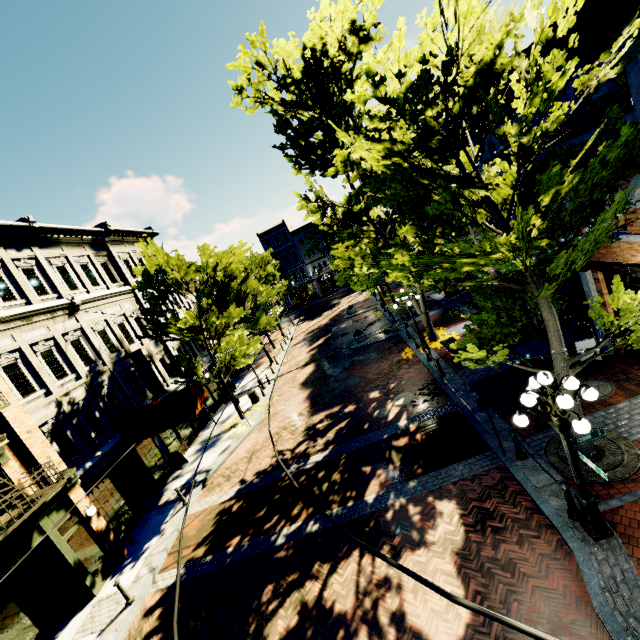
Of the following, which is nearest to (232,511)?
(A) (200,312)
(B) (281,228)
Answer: (A) (200,312)

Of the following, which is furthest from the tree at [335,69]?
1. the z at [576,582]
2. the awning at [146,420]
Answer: the awning at [146,420]

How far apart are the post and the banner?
17.79m

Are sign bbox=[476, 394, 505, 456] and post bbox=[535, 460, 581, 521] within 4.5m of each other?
yes

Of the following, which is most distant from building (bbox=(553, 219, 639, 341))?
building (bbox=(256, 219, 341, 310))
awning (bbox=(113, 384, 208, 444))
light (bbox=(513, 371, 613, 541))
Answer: light (bbox=(513, 371, 613, 541))

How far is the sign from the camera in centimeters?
857cm

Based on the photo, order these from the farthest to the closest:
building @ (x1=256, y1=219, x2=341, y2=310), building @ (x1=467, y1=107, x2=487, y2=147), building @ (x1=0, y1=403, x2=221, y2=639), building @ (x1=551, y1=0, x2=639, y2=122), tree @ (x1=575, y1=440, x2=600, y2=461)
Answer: building @ (x1=256, y1=219, x2=341, y2=310), building @ (x1=467, y1=107, x2=487, y2=147), building @ (x1=0, y1=403, x2=221, y2=639), tree @ (x1=575, y1=440, x2=600, y2=461), building @ (x1=551, y1=0, x2=639, y2=122)

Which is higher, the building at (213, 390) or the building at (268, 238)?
the building at (268, 238)
